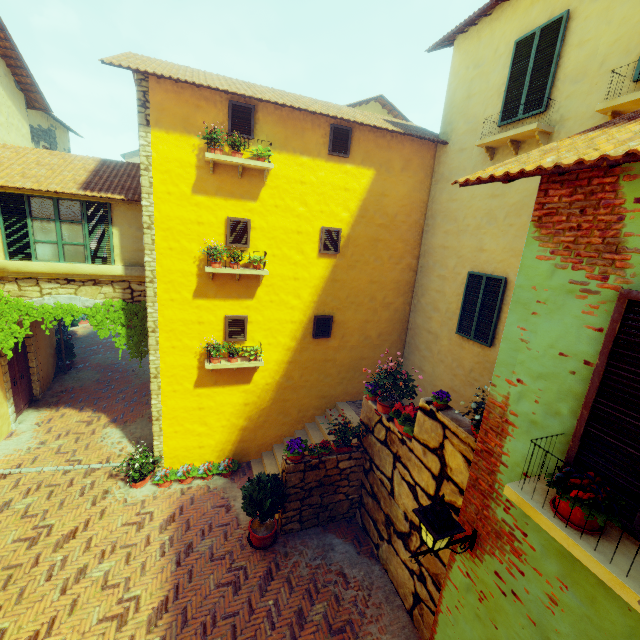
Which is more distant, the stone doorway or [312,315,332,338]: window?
[312,315,332,338]: window

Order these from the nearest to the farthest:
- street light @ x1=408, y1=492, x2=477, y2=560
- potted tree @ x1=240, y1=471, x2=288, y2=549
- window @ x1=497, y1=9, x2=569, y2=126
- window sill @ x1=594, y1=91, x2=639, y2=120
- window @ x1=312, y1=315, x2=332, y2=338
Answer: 1. street light @ x1=408, y1=492, x2=477, y2=560
2. window sill @ x1=594, y1=91, x2=639, y2=120
3. window @ x1=497, y1=9, x2=569, y2=126
4. potted tree @ x1=240, y1=471, x2=288, y2=549
5. window @ x1=312, y1=315, x2=332, y2=338

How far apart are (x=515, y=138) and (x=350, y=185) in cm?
386

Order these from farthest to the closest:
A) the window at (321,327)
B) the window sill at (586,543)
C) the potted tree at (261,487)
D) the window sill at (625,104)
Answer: the window at (321,327)
the potted tree at (261,487)
the window sill at (625,104)
the window sill at (586,543)

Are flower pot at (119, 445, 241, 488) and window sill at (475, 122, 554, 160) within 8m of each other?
no

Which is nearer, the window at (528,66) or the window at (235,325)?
the window at (528,66)

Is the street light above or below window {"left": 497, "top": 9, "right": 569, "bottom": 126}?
below

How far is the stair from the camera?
9.4m
